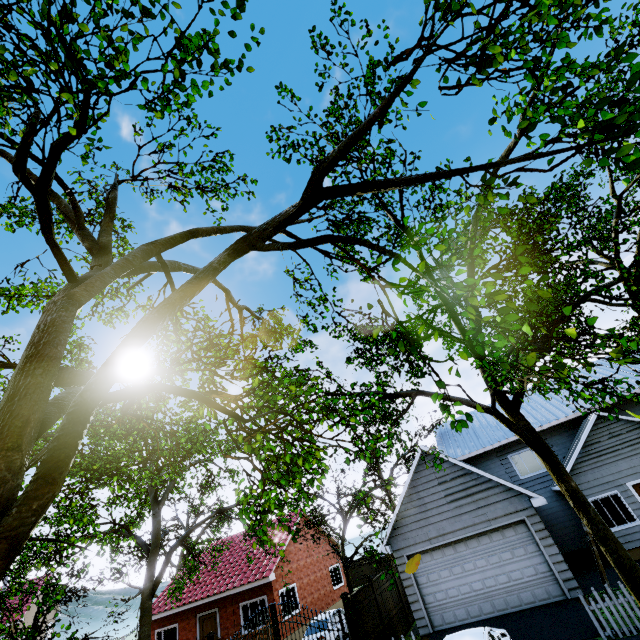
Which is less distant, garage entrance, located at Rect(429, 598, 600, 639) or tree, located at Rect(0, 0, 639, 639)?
tree, located at Rect(0, 0, 639, 639)

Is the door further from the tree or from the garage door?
the garage door

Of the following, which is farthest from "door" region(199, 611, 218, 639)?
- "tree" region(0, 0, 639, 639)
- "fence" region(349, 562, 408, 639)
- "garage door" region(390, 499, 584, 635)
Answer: "garage door" region(390, 499, 584, 635)

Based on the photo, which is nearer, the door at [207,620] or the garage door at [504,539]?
the garage door at [504,539]

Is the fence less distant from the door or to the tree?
the tree

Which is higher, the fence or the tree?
the tree

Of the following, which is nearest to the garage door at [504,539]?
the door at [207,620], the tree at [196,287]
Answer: the tree at [196,287]

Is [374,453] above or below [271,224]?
above
